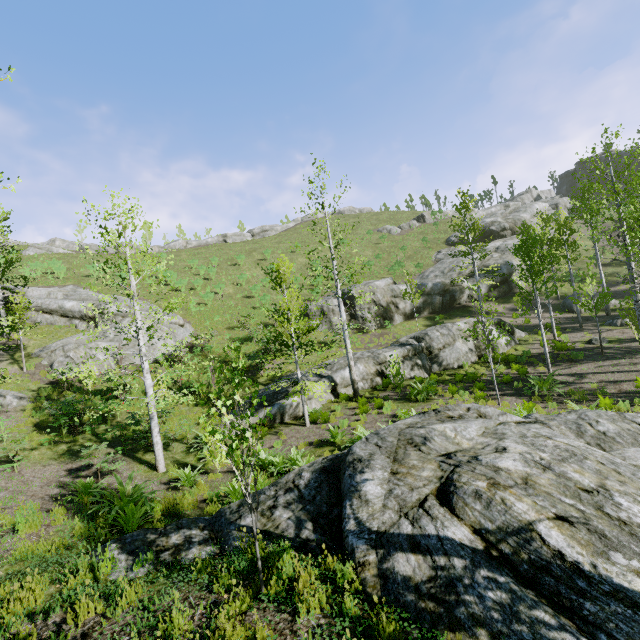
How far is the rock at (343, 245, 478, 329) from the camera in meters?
28.0

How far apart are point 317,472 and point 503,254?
34.1m

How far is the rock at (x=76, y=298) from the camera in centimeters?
1900cm

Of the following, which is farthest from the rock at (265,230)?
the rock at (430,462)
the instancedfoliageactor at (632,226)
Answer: the rock at (430,462)

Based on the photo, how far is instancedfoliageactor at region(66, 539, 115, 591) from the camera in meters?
→ 4.8 m

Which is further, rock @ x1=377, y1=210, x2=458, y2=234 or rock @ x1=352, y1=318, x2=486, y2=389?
rock @ x1=377, y1=210, x2=458, y2=234

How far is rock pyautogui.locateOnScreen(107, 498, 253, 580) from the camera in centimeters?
515cm

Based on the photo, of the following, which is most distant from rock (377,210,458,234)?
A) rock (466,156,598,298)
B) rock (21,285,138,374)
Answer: rock (21,285,138,374)
